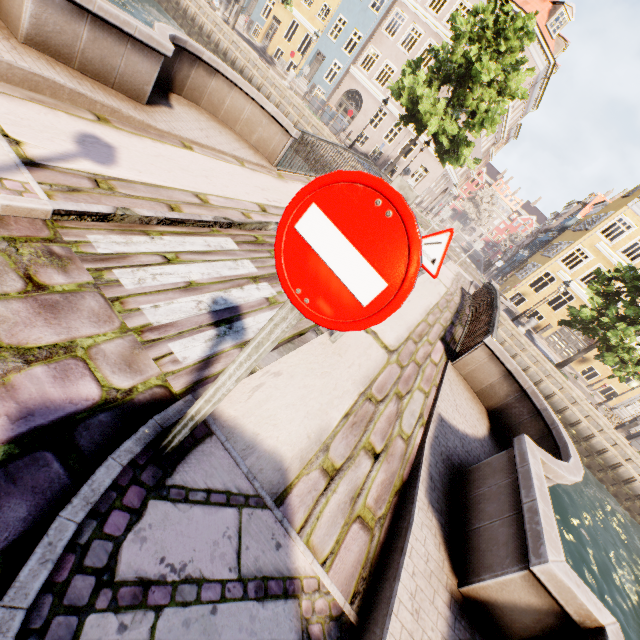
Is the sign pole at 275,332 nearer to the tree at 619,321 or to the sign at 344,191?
the sign at 344,191

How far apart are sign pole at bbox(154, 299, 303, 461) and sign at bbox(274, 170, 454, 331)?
0.06m

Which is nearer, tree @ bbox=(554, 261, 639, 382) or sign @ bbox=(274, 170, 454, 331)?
sign @ bbox=(274, 170, 454, 331)

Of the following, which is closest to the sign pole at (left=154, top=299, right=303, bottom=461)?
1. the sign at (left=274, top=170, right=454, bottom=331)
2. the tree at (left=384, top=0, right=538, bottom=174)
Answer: the sign at (left=274, top=170, right=454, bottom=331)

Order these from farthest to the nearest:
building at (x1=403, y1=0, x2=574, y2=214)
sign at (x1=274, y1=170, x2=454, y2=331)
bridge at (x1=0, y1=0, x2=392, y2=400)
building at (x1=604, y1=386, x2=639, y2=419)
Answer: building at (x1=604, y1=386, x2=639, y2=419) < building at (x1=403, y1=0, x2=574, y2=214) < bridge at (x1=0, y1=0, x2=392, y2=400) < sign at (x1=274, y1=170, x2=454, y2=331)

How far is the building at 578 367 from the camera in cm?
2537

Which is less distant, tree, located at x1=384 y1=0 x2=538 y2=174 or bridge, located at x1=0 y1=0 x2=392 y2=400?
bridge, located at x1=0 y1=0 x2=392 y2=400

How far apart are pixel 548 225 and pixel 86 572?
56.0 meters
